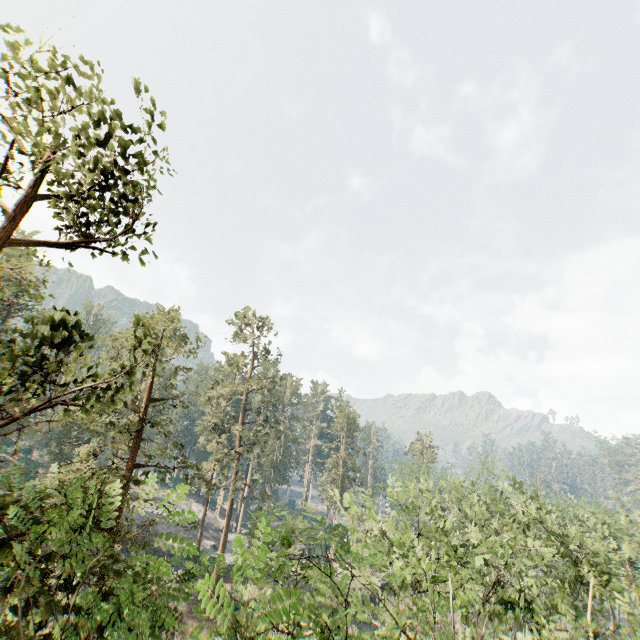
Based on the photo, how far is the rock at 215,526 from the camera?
41.44m

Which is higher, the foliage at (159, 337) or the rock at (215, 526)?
the foliage at (159, 337)

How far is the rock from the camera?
41.4m

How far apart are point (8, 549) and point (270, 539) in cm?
440

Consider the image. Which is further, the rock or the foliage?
the rock

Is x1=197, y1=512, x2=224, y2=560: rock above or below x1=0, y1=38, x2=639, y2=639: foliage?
below
